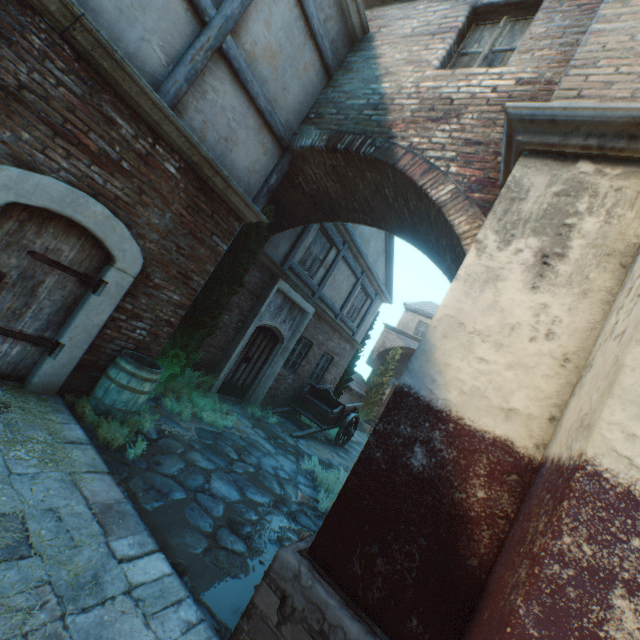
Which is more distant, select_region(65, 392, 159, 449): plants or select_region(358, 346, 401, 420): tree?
select_region(358, 346, 401, 420): tree

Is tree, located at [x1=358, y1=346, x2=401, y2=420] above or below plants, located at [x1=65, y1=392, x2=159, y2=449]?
above

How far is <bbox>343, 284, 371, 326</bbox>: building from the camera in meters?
12.9

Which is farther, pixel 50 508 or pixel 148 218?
pixel 148 218

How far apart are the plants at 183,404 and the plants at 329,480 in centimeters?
219cm

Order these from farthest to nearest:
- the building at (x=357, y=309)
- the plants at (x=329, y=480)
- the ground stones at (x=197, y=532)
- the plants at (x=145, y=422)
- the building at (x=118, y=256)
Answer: the building at (x=357, y=309)
the plants at (x=329, y=480)
the plants at (x=145, y=422)
the ground stones at (x=197, y=532)
the building at (x=118, y=256)

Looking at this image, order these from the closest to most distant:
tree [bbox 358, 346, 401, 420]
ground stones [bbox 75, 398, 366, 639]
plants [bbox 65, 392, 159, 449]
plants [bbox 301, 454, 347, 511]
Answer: ground stones [bbox 75, 398, 366, 639] → plants [bbox 65, 392, 159, 449] → plants [bbox 301, 454, 347, 511] → tree [bbox 358, 346, 401, 420]

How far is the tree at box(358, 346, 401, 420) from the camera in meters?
21.1
